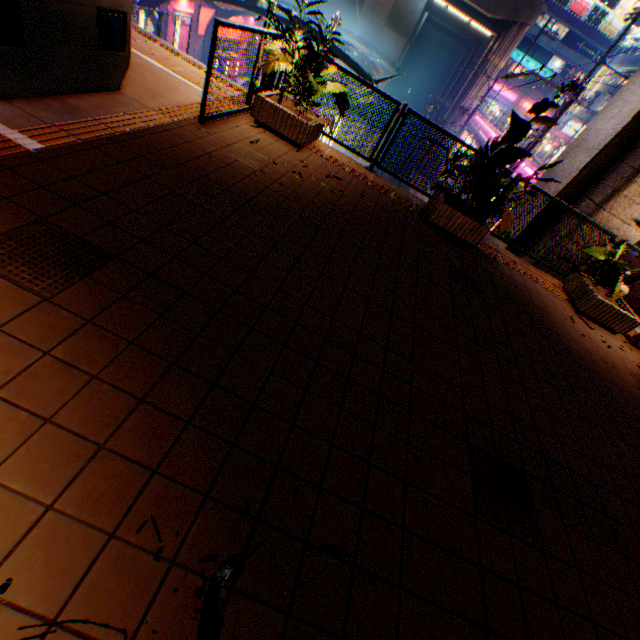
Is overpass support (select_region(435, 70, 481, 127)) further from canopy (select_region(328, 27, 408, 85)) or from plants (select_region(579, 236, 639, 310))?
canopy (select_region(328, 27, 408, 85))

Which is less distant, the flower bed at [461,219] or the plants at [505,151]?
the plants at [505,151]

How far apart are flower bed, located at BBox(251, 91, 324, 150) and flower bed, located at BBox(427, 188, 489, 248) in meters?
2.5

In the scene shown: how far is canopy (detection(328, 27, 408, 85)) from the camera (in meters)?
15.48

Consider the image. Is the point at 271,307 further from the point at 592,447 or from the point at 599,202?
the point at 599,202

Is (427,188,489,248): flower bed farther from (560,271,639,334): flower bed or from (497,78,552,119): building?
(497,78,552,119): building

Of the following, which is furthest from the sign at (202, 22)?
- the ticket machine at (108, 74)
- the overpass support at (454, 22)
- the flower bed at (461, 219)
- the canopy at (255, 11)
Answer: the flower bed at (461, 219)

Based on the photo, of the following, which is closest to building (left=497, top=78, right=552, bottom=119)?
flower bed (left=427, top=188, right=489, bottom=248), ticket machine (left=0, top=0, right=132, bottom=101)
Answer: flower bed (left=427, top=188, right=489, bottom=248)
